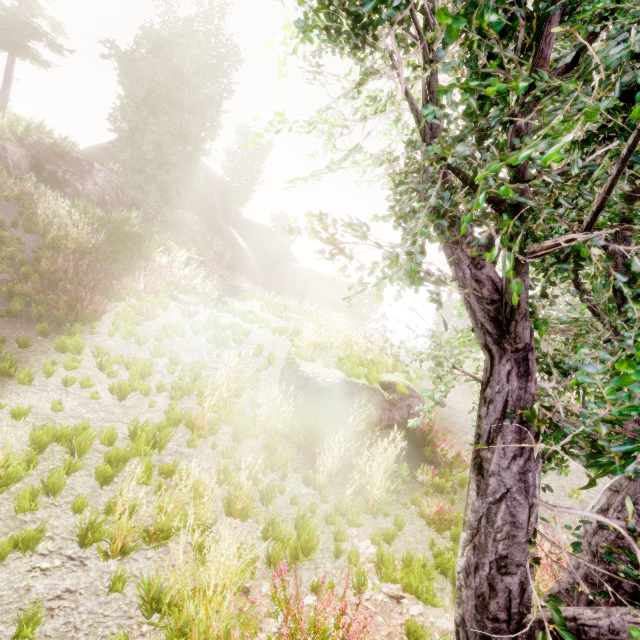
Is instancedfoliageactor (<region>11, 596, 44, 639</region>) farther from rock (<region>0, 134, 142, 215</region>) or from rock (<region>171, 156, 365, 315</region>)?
rock (<region>171, 156, 365, 315</region>)

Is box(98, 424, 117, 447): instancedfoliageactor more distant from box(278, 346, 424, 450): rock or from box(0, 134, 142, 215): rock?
box(278, 346, 424, 450): rock

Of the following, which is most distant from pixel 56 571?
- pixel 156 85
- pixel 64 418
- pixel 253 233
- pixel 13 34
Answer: pixel 253 233

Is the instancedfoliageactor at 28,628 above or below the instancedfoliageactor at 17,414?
below

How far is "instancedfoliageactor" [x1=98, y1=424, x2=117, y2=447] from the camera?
4.4 meters

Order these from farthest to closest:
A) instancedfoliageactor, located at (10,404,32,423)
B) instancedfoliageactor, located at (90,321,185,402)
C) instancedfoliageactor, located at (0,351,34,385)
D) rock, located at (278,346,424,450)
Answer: rock, located at (278,346,424,450) < instancedfoliageactor, located at (90,321,185,402) < instancedfoliageactor, located at (0,351,34,385) < instancedfoliageactor, located at (10,404,32,423)

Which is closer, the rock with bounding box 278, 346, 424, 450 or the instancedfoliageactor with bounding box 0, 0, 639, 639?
the instancedfoliageactor with bounding box 0, 0, 639, 639

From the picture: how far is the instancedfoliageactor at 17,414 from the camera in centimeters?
426cm
